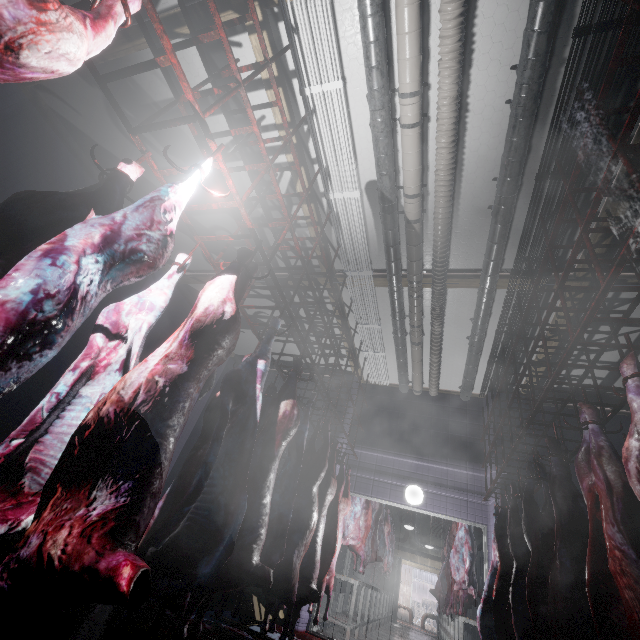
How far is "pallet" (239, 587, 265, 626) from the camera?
3.8 meters

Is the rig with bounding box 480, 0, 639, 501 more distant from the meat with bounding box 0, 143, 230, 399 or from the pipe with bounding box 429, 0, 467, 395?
the meat with bounding box 0, 143, 230, 399

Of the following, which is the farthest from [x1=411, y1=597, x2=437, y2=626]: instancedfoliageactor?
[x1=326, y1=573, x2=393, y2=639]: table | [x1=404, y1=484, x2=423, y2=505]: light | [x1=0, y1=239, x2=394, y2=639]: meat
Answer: [x1=0, y1=239, x2=394, y2=639]: meat

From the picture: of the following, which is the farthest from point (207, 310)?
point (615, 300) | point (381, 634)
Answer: point (381, 634)

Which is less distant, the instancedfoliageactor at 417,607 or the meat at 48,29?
the meat at 48,29

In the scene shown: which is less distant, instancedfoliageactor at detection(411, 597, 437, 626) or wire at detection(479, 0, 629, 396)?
wire at detection(479, 0, 629, 396)

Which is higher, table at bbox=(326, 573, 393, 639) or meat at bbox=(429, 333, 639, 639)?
meat at bbox=(429, 333, 639, 639)

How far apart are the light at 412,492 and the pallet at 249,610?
2.4m
